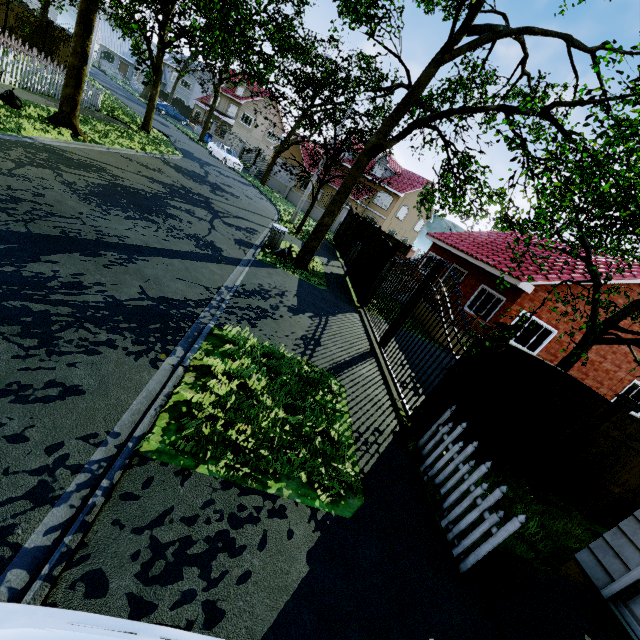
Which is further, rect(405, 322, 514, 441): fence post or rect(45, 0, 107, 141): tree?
rect(45, 0, 107, 141): tree

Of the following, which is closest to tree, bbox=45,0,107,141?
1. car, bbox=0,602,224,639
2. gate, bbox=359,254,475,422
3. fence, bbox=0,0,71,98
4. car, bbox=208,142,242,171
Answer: fence, bbox=0,0,71,98

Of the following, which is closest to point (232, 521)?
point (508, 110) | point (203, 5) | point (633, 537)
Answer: point (633, 537)

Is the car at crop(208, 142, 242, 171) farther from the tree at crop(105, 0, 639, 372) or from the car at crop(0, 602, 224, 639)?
the car at crop(0, 602, 224, 639)

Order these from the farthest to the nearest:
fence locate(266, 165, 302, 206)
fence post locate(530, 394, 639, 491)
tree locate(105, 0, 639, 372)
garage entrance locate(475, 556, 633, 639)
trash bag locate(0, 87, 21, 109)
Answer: fence locate(266, 165, 302, 206) < trash bag locate(0, 87, 21, 109) < fence post locate(530, 394, 639, 491) < tree locate(105, 0, 639, 372) < garage entrance locate(475, 556, 633, 639)

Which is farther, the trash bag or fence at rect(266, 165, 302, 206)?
fence at rect(266, 165, 302, 206)

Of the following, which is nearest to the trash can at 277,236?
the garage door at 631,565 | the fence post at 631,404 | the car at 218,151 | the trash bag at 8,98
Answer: the trash bag at 8,98

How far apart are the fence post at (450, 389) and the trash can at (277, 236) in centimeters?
886cm
